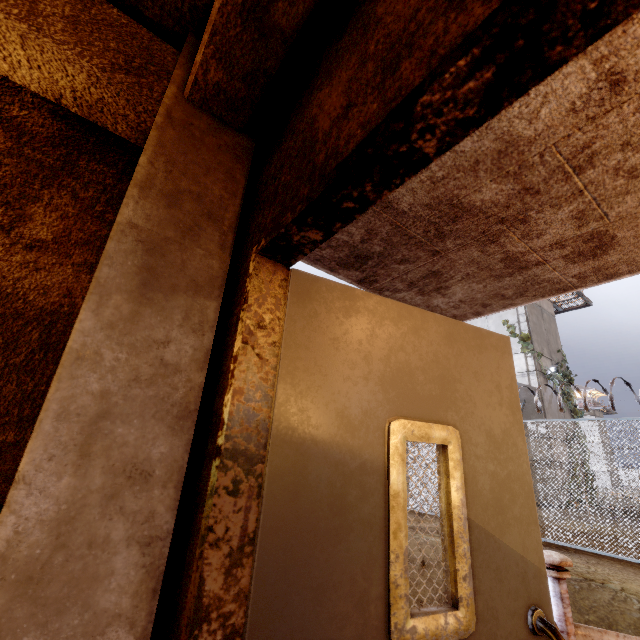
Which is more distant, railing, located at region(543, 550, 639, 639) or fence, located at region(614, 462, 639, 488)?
fence, located at region(614, 462, 639, 488)

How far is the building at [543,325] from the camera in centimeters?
1509cm

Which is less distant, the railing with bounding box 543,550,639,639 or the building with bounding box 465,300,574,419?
the railing with bounding box 543,550,639,639

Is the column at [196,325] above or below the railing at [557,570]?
above

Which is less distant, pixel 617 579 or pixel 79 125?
pixel 79 125

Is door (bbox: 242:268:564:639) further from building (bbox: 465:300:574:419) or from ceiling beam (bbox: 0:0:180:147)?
building (bbox: 465:300:574:419)

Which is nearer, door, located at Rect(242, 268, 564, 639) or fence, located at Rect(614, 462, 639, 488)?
door, located at Rect(242, 268, 564, 639)

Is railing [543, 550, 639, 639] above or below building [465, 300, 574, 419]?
below
